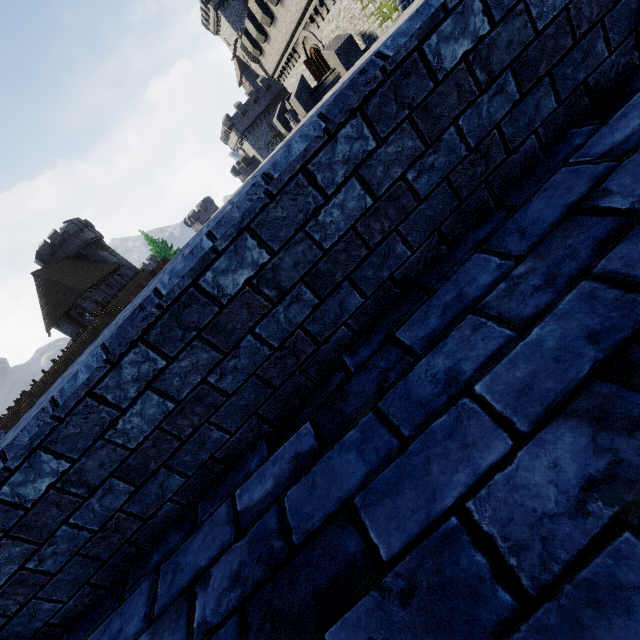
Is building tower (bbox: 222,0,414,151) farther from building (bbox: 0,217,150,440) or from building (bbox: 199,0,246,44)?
building (bbox: 199,0,246,44)

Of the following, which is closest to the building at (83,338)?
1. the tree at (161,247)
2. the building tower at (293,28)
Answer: the tree at (161,247)

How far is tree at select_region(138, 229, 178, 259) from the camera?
53.0m

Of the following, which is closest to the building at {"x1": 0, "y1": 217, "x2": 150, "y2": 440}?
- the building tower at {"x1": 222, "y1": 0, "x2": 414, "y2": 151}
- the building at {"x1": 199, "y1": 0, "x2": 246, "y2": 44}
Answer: the building tower at {"x1": 222, "y1": 0, "x2": 414, "y2": 151}

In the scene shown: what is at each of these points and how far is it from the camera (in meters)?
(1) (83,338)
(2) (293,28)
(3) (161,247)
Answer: (1) building, 32.59
(2) building tower, 21.91
(3) tree, 53.03

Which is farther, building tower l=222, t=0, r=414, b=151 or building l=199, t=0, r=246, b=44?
building l=199, t=0, r=246, b=44

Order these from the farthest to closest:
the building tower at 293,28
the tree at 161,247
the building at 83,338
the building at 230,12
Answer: the building at 230,12
the tree at 161,247
the building at 83,338
the building tower at 293,28

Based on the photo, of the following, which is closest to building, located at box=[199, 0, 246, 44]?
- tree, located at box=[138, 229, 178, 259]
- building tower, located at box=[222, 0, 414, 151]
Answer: building tower, located at box=[222, 0, 414, 151]
